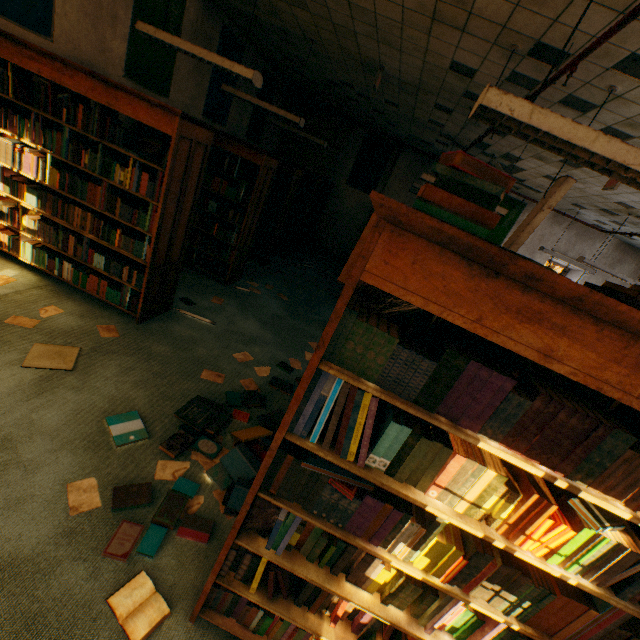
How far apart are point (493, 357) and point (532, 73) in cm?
401

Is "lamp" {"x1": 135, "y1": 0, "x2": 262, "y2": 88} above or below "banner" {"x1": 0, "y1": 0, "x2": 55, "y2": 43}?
above

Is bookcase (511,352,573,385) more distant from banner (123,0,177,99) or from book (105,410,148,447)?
banner (123,0,177,99)

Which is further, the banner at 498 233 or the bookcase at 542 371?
the banner at 498 233

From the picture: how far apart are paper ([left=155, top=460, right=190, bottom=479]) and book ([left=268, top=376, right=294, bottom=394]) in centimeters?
90cm

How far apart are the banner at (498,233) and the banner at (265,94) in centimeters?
690cm

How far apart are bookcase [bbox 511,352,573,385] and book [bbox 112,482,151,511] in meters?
0.0

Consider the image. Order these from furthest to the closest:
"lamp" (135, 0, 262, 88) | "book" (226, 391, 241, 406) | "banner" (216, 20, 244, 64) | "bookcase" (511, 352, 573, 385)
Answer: "banner" (216, 20, 244, 64)
"lamp" (135, 0, 262, 88)
"book" (226, 391, 241, 406)
"bookcase" (511, 352, 573, 385)
